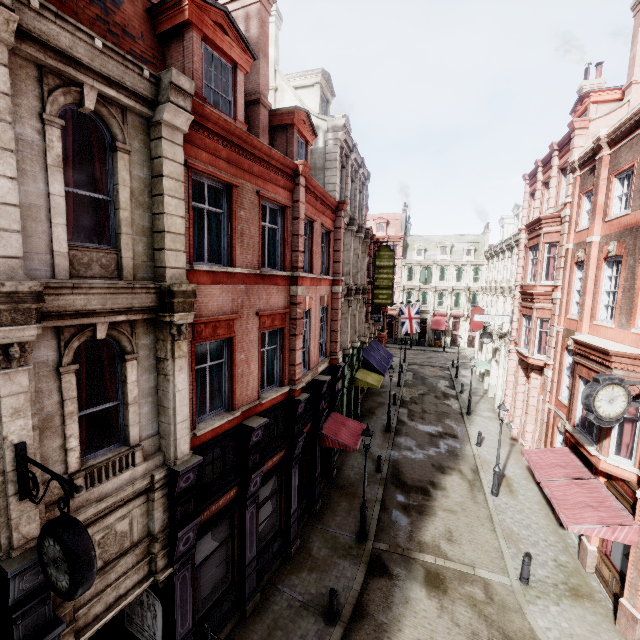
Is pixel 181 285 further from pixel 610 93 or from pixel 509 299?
pixel 509 299

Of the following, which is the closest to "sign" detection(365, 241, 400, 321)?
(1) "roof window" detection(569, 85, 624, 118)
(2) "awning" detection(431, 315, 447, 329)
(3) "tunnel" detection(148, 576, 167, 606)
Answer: (1) "roof window" detection(569, 85, 624, 118)

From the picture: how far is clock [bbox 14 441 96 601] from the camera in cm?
397

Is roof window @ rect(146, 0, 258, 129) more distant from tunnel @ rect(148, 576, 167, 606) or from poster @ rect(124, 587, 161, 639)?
poster @ rect(124, 587, 161, 639)

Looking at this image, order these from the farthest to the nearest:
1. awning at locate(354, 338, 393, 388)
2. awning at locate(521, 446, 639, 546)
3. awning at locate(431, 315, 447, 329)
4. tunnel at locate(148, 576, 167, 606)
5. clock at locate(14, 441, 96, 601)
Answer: awning at locate(431, 315, 447, 329), awning at locate(354, 338, 393, 388), awning at locate(521, 446, 639, 546), tunnel at locate(148, 576, 167, 606), clock at locate(14, 441, 96, 601)

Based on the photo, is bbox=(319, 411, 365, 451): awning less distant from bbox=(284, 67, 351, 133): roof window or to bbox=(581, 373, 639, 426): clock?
bbox=(581, 373, 639, 426): clock

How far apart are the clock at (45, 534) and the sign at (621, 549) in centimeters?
1454cm

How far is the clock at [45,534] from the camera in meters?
4.0
